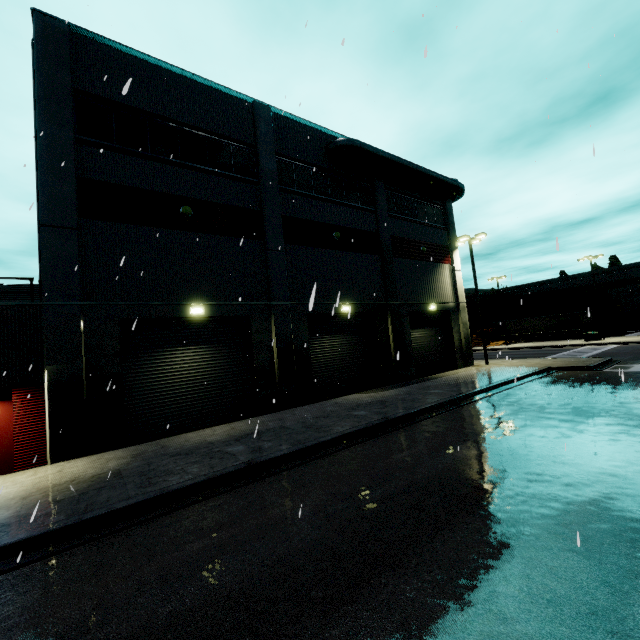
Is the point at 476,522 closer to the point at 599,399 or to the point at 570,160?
the point at 599,399

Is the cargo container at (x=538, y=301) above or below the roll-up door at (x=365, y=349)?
above

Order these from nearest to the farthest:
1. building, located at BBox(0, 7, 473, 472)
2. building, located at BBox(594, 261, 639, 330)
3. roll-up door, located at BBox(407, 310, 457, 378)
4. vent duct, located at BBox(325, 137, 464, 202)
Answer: building, located at BBox(0, 7, 473, 472), vent duct, located at BBox(325, 137, 464, 202), roll-up door, located at BBox(407, 310, 457, 378), building, located at BBox(594, 261, 639, 330)

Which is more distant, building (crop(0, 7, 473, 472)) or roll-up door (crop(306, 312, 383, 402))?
roll-up door (crop(306, 312, 383, 402))

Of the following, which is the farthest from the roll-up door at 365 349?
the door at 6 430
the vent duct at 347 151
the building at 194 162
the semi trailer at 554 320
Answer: the door at 6 430

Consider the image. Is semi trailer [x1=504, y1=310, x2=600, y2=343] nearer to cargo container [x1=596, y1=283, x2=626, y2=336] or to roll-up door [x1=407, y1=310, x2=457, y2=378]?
cargo container [x1=596, y1=283, x2=626, y2=336]

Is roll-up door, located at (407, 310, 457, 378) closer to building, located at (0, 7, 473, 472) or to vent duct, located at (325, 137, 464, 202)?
building, located at (0, 7, 473, 472)
